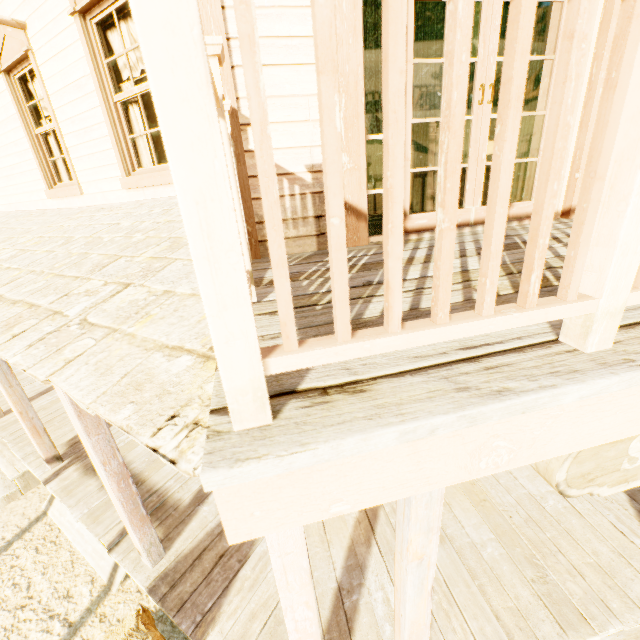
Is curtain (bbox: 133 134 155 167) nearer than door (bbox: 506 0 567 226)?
No

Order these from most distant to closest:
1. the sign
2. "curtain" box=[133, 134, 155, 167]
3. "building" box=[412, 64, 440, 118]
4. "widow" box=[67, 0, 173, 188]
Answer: "building" box=[412, 64, 440, 118]
"curtain" box=[133, 134, 155, 167]
"widow" box=[67, 0, 173, 188]
the sign

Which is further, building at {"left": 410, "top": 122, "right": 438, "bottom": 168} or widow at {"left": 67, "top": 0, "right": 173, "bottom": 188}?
building at {"left": 410, "top": 122, "right": 438, "bottom": 168}

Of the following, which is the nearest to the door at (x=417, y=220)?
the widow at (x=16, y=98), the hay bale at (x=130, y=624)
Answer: the hay bale at (x=130, y=624)

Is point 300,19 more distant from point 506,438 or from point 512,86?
point 506,438

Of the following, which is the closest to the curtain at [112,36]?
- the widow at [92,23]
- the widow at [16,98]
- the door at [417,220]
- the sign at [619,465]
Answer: the widow at [92,23]

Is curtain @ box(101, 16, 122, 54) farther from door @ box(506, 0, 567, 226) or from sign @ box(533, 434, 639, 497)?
sign @ box(533, 434, 639, 497)

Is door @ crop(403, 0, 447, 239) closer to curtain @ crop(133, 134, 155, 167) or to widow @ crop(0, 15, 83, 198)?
curtain @ crop(133, 134, 155, 167)
